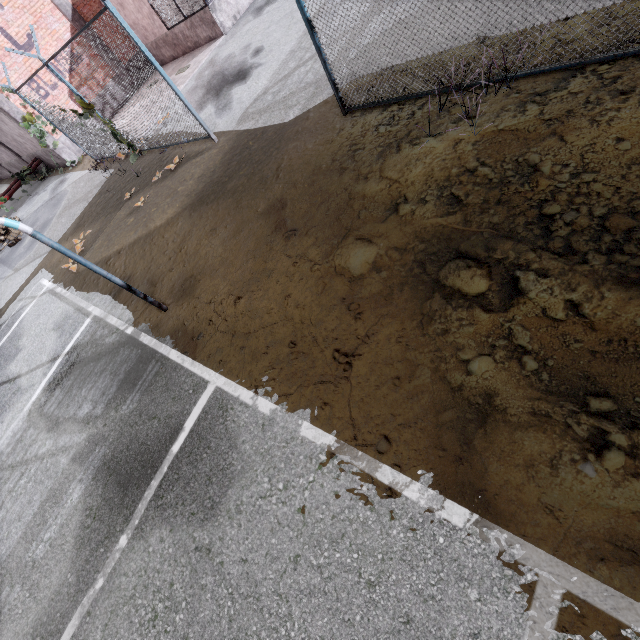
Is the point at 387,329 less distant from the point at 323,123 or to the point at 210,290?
the point at 210,290

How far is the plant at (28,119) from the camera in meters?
13.2

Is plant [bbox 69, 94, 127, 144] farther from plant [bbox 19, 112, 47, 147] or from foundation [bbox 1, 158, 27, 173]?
foundation [bbox 1, 158, 27, 173]

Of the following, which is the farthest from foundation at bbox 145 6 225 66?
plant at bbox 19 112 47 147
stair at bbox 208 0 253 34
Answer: plant at bbox 19 112 47 147

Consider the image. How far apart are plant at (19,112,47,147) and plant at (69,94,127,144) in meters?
6.3

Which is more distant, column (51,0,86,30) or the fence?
column (51,0,86,30)

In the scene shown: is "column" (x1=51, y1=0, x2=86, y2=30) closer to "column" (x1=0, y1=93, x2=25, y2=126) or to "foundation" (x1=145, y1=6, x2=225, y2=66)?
"foundation" (x1=145, y1=6, x2=225, y2=66)

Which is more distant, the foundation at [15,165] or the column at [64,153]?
the foundation at [15,165]
